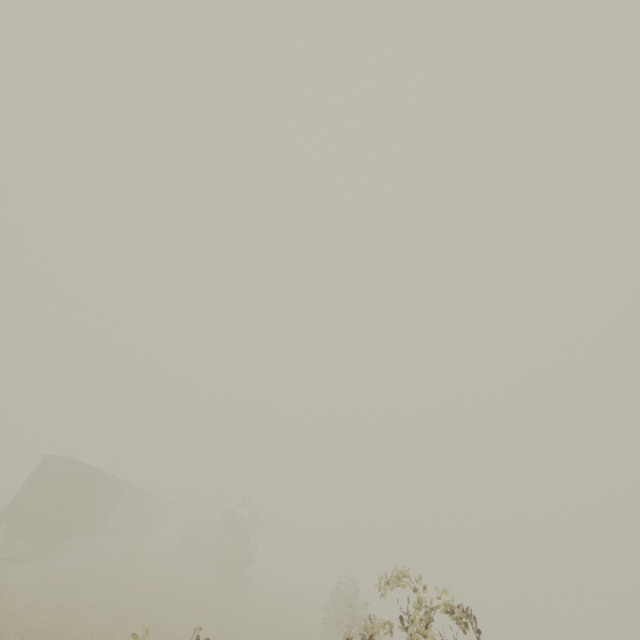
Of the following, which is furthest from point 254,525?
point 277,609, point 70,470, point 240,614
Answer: point 70,470
